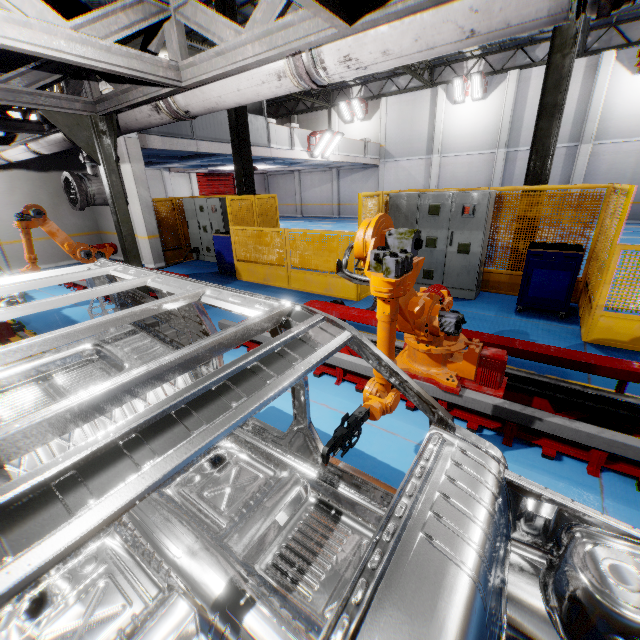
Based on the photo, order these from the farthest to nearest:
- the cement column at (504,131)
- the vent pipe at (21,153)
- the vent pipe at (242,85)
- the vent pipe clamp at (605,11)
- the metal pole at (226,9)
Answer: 1. the cement column at (504,131)
2. the metal pole at (226,9)
3. the vent pipe at (21,153)
4. the vent pipe at (242,85)
5. the vent pipe clamp at (605,11)

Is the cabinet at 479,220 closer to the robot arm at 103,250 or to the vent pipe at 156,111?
the vent pipe at 156,111

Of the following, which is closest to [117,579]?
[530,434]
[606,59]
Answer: [530,434]

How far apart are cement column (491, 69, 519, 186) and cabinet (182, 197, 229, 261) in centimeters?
1698cm

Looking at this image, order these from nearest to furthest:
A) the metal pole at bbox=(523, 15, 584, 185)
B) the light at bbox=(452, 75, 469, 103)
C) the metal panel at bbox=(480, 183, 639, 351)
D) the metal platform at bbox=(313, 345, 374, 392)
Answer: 1. the metal platform at bbox=(313, 345, 374, 392)
2. the metal panel at bbox=(480, 183, 639, 351)
3. the metal pole at bbox=(523, 15, 584, 185)
4. the light at bbox=(452, 75, 469, 103)

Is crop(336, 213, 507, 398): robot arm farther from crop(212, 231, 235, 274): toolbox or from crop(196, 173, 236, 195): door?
crop(196, 173, 236, 195): door

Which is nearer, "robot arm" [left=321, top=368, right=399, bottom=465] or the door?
"robot arm" [left=321, top=368, right=399, bottom=465]

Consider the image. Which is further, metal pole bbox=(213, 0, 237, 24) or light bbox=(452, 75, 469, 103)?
light bbox=(452, 75, 469, 103)
